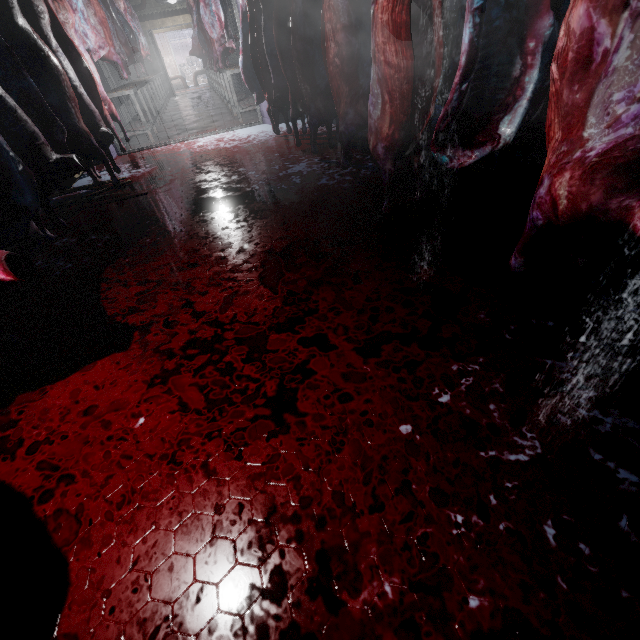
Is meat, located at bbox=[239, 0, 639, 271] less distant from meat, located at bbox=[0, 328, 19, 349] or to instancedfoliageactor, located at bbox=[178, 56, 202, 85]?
meat, located at bbox=[0, 328, 19, 349]

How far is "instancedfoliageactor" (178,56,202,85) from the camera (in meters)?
18.81

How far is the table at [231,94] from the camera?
5.7m

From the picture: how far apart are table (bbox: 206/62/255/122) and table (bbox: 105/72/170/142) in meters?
1.6 m

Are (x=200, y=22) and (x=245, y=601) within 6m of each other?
no

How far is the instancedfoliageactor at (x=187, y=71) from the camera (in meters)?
18.81

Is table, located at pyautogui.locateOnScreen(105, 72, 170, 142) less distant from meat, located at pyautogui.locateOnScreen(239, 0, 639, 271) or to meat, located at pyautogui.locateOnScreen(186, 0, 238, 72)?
meat, located at pyautogui.locateOnScreen(186, 0, 238, 72)

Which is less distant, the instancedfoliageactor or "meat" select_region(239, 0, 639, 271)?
"meat" select_region(239, 0, 639, 271)
